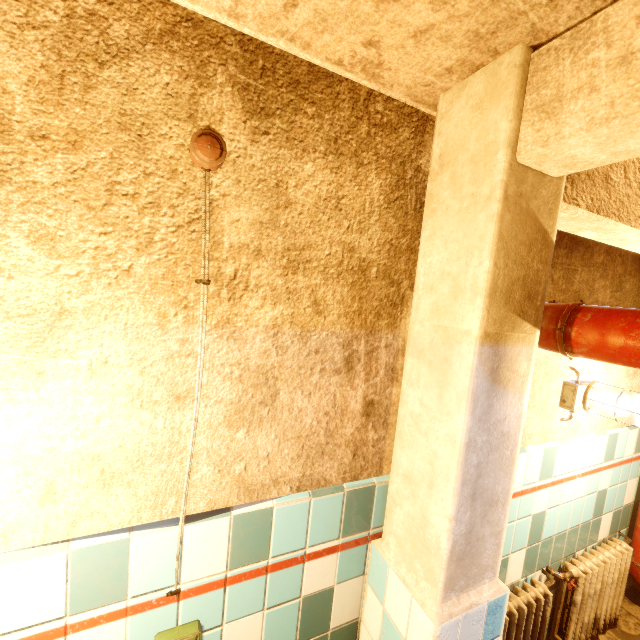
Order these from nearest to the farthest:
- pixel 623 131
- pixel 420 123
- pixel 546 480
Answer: pixel 623 131 → pixel 420 123 → pixel 546 480

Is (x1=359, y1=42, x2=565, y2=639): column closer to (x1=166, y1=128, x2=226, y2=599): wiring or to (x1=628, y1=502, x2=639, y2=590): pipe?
(x1=628, y1=502, x2=639, y2=590): pipe

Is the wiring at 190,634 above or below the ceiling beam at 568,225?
below

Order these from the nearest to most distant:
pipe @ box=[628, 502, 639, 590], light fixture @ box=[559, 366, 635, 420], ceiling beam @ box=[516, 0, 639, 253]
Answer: ceiling beam @ box=[516, 0, 639, 253] < light fixture @ box=[559, 366, 635, 420] < pipe @ box=[628, 502, 639, 590]

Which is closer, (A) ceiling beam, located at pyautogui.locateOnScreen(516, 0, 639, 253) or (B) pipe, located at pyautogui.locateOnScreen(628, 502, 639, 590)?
(A) ceiling beam, located at pyautogui.locateOnScreen(516, 0, 639, 253)

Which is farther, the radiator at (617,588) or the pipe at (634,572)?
the pipe at (634,572)

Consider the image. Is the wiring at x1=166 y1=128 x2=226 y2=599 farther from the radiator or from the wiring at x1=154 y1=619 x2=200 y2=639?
the radiator

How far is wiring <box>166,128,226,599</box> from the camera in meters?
0.9
